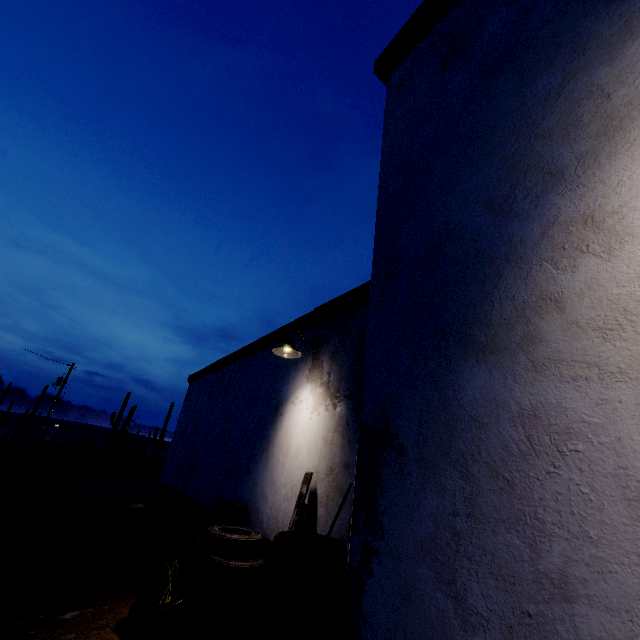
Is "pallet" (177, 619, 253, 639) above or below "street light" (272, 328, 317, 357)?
below

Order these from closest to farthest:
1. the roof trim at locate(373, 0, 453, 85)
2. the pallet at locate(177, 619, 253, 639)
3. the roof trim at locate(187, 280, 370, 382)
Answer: the roof trim at locate(373, 0, 453, 85) → the pallet at locate(177, 619, 253, 639) → the roof trim at locate(187, 280, 370, 382)

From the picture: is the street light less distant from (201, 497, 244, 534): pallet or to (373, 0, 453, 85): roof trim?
(373, 0, 453, 85): roof trim

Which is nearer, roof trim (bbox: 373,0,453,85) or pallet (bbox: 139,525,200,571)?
roof trim (bbox: 373,0,453,85)

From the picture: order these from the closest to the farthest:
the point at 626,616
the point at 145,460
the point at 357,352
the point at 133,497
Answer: the point at 626,616 → the point at 357,352 → the point at 133,497 → the point at 145,460

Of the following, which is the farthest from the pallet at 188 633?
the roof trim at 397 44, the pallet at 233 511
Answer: the roof trim at 397 44

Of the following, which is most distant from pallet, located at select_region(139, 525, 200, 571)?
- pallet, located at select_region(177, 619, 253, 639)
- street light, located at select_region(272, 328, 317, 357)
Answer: street light, located at select_region(272, 328, 317, 357)

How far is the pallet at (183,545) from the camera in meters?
5.0
